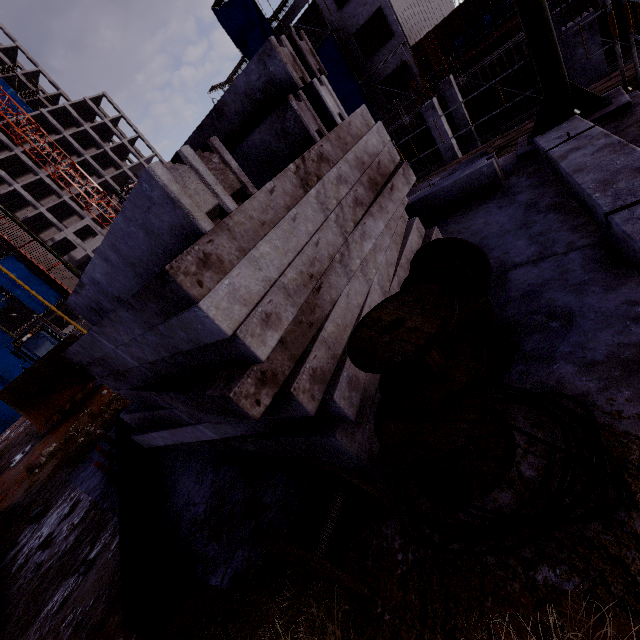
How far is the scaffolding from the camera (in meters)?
7.20

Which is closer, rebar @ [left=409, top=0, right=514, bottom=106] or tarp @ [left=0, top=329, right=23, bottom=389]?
rebar @ [left=409, top=0, right=514, bottom=106]

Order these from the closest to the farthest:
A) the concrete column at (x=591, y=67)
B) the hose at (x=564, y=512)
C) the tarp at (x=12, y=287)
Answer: the hose at (x=564, y=512), the concrete column at (x=591, y=67), the tarp at (x=12, y=287)

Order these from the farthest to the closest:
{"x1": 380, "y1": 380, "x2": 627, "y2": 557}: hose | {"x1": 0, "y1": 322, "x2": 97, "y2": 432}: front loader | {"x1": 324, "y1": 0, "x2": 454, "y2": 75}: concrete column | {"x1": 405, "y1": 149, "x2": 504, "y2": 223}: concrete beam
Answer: {"x1": 324, "y1": 0, "x2": 454, "y2": 75}: concrete column < {"x1": 0, "y1": 322, "x2": 97, "y2": 432}: front loader < {"x1": 405, "y1": 149, "x2": 504, "y2": 223}: concrete beam < {"x1": 380, "y1": 380, "x2": 627, "y2": 557}: hose

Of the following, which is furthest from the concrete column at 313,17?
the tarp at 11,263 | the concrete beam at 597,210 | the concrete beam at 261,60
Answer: the tarp at 11,263

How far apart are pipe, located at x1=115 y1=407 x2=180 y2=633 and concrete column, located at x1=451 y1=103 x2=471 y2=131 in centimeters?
2108cm

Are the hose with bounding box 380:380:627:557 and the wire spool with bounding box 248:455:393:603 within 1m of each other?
yes

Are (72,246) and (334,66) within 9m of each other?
no
